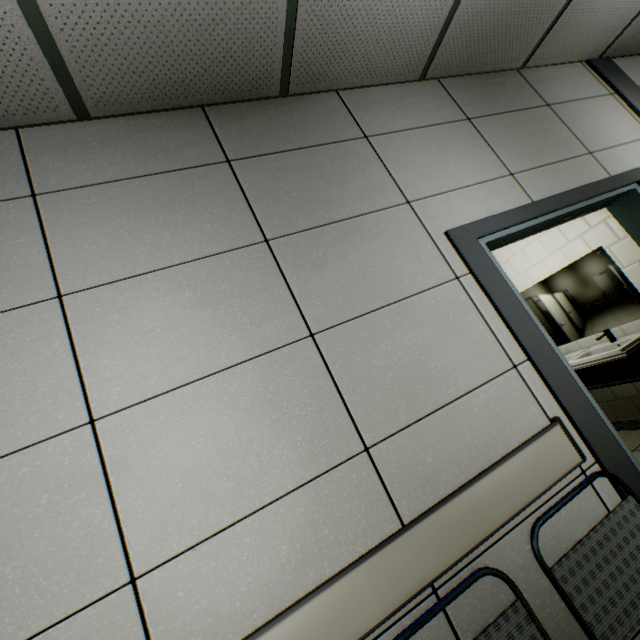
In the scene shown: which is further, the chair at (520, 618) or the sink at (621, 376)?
the sink at (621, 376)

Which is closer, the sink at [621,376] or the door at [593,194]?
the door at [593,194]

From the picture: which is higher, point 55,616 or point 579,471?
point 55,616

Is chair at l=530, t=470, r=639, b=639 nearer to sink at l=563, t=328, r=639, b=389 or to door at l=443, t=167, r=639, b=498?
door at l=443, t=167, r=639, b=498

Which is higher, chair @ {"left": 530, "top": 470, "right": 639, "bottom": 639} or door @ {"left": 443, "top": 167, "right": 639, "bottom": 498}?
door @ {"left": 443, "top": 167, "right": 639, "bottom": 498}

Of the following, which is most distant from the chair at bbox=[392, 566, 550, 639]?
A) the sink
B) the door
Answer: the sink
